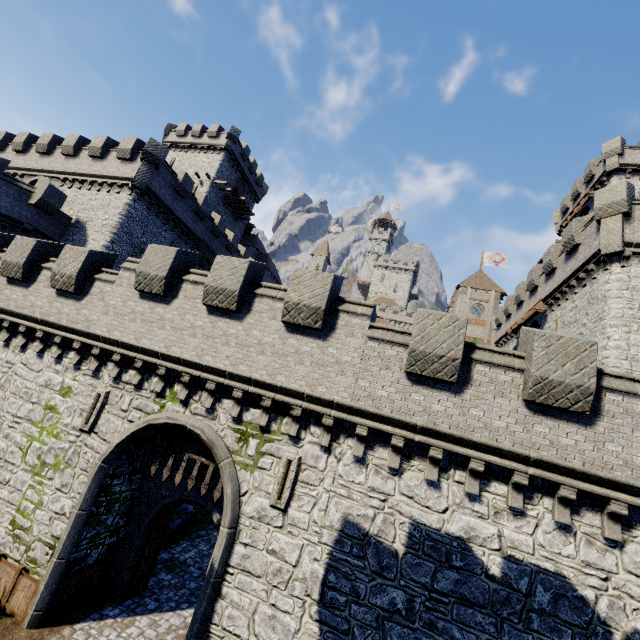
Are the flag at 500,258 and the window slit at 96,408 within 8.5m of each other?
no

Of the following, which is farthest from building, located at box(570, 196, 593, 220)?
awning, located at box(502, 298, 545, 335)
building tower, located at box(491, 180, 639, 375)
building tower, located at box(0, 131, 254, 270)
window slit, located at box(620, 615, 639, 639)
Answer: building tower, located at box(0, 131, 254, 270)

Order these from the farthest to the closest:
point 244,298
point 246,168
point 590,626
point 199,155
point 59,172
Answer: point 246,168, point 199,155, point 59,172, point 244,298, point 590,626

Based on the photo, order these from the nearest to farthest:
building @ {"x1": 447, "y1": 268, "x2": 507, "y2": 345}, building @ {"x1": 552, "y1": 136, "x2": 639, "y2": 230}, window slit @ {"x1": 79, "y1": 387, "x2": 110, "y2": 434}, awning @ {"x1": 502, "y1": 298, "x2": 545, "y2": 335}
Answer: window slit @ {"x1": 79, "y1": 387, "x2": 110, "y2": 434} < awning @ {"x1": 502, "y1": 298, "x2": 545, "y2": 335} < building @ {"x1": 552, "y1": 136, "x2": 639, "y2": 230} < building @ {"x1": 447, "y1": 268, "x2": 507, "y2": 345}

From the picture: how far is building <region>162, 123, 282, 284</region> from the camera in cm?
4069

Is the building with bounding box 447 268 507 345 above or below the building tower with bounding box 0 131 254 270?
above

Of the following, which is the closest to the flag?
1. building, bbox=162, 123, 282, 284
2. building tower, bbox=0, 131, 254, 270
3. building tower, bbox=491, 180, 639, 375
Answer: building tower, bbox=491, 180, 639, 375

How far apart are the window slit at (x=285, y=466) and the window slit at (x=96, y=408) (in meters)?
6.74
